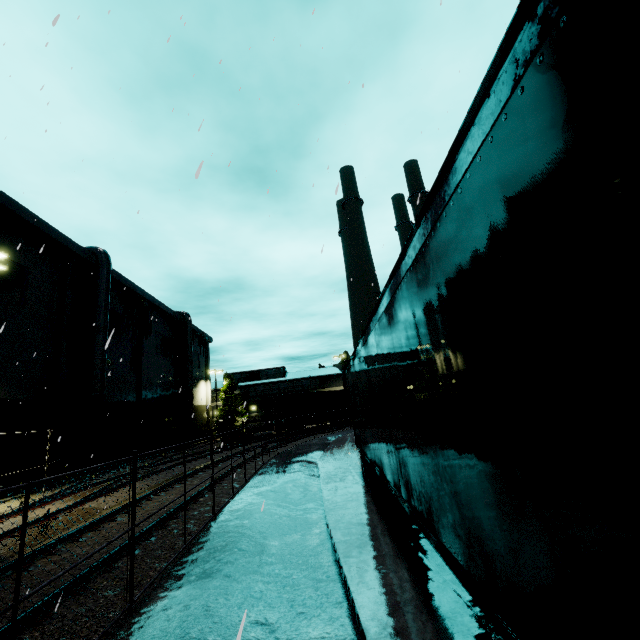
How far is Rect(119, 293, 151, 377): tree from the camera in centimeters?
2942cm

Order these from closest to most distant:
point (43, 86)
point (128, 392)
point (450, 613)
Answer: point (450, 613) → point (43, 86) → point (128, 392)

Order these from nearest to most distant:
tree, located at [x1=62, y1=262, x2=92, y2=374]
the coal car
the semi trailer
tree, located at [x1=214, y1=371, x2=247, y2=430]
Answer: the semi trailer, tree, located at [x1=62, y1=262, x2=92, y2=374], the coal car, tree, located at [x1=214, y1=371, x2=247, y2=430]

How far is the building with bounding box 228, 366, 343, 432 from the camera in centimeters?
5190cm

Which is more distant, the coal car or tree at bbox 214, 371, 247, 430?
tree at bbox 214, 371, 247, 430

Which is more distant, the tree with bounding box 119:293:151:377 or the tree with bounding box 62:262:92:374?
the tree with bounding box 119:293:151:377

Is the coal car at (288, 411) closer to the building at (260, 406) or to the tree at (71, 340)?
the tree at (71, 340)

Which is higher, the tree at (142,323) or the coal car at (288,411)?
the tree at (142,323)
